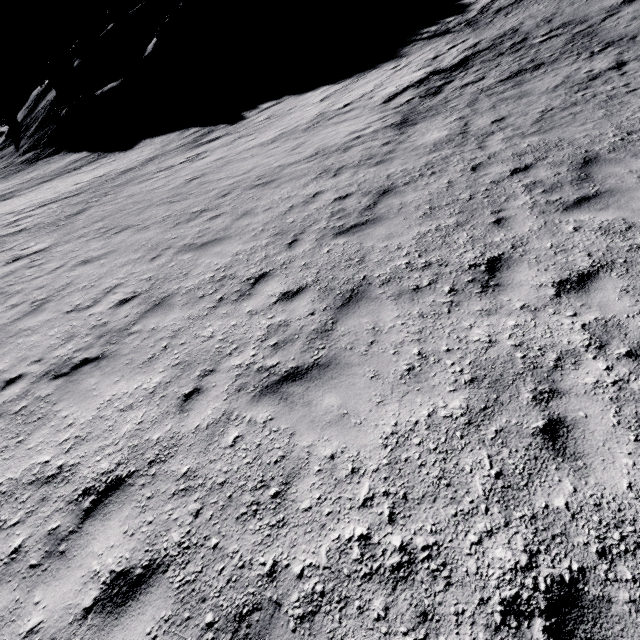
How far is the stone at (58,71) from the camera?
57.3m

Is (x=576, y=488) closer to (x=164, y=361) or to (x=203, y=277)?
(x=164, y=361)

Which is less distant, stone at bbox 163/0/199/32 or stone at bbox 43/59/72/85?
stone at bbox 163/0/199/32

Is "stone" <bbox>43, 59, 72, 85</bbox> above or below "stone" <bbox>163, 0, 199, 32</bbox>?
above

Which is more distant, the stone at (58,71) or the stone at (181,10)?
the stone at (58,71)

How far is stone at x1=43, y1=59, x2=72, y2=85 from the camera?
57.3 meters
